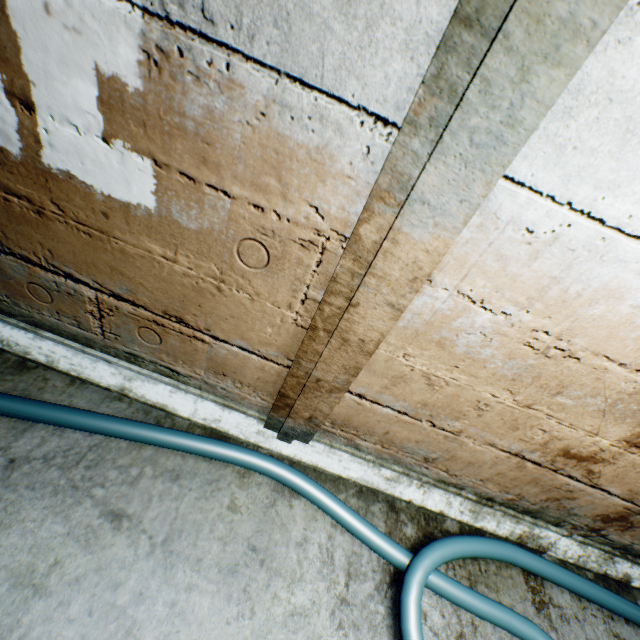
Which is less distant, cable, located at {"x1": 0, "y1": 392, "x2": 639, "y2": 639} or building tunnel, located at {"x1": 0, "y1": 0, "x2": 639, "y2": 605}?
building tunnel, located at {"x1": 0, "y1": 0, "x2": 639, "y2": 605}

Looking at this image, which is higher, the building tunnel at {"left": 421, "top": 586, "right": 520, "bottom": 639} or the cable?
the cable

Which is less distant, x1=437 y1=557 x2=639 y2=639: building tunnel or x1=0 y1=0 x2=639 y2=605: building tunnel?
x1=0 y1=0 x2=639 y2=605: building tunnel

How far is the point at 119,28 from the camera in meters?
0.7 m

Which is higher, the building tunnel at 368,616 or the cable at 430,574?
the cable at 430,574
